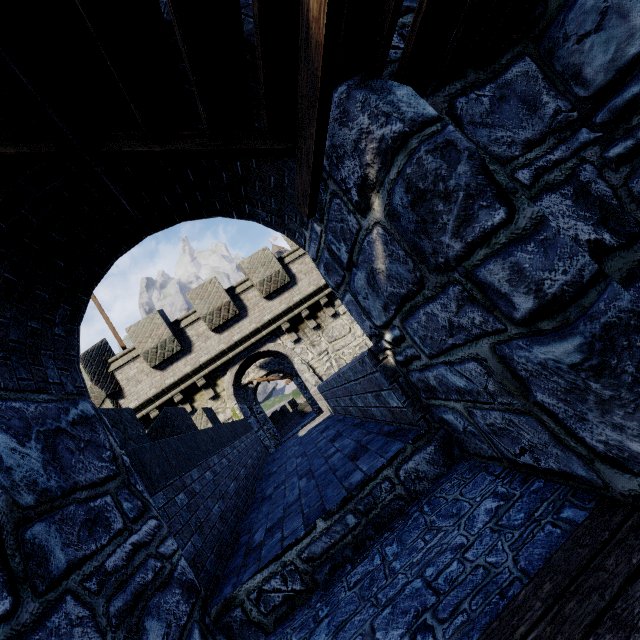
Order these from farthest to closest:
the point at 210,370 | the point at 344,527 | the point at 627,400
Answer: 1. the point at 210,370
2. the point at 344,527
3. the point at 627,400
